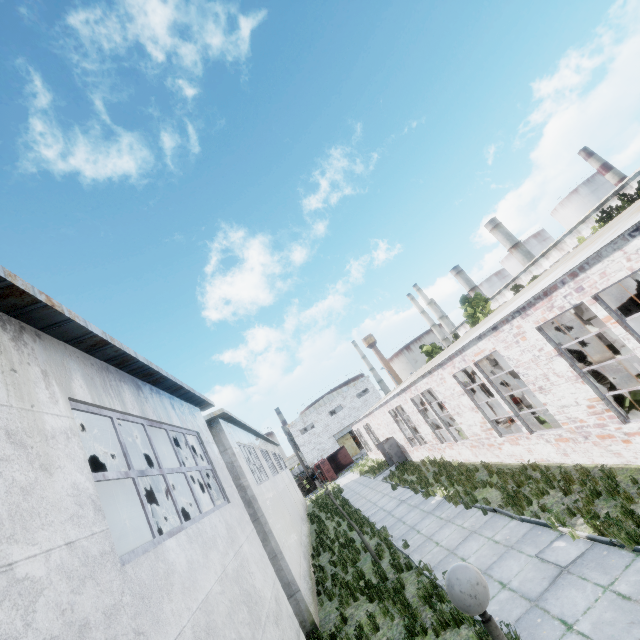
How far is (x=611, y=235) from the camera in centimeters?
719cm

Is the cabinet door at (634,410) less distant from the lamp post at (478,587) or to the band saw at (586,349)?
the band saw at (586,349)

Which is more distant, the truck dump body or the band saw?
the truck dump body

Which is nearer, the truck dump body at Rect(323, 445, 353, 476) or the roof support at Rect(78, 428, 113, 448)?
the roof support at Rect(78, 428, 113, 448)

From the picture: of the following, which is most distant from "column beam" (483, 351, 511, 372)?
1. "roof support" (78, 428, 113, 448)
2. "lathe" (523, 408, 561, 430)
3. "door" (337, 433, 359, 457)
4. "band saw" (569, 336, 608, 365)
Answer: "door" (337, 433, 359, 457)

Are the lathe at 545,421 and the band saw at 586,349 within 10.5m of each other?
yes

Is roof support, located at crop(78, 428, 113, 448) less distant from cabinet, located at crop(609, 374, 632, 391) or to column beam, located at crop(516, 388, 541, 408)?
column beam, located at crop(516, 388, 541, 408)

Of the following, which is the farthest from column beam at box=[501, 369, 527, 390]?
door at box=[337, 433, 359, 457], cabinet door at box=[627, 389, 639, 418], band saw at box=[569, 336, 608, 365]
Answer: door at box=[337, 433, 359, 457]
